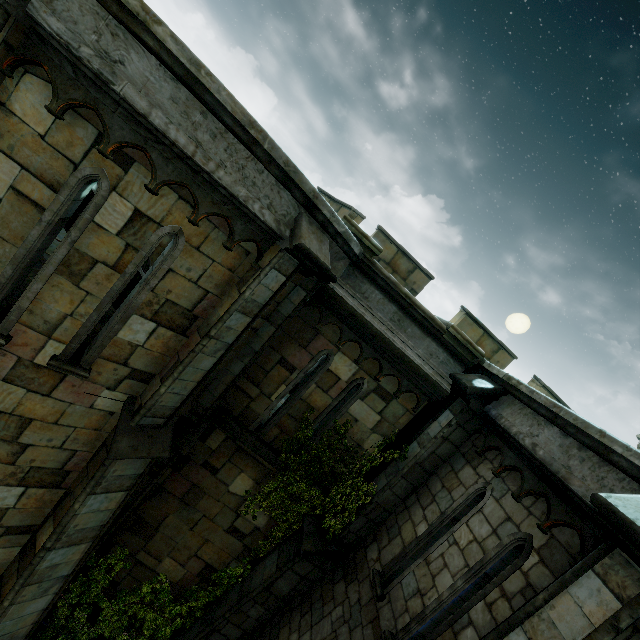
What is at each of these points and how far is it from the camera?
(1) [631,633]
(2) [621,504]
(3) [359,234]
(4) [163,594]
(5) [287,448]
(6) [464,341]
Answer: (1) stone column, 2.7m
(2) stone column, 3.0m
(3) stair, 5.9m
(4) plant, 7.0m
(5) plant, 6.8m
(6) stair, 6.4m

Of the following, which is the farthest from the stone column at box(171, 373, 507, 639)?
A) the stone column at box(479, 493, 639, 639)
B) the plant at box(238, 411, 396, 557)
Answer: the stone column at box(479, 493, 639, 639)

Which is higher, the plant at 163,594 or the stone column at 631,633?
the stone column at 631,633

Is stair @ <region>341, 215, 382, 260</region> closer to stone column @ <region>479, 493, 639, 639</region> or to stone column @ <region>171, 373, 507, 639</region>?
stone column @ <region>171, 373, 507, 639</region>

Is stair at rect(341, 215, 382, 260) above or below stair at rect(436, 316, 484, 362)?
above

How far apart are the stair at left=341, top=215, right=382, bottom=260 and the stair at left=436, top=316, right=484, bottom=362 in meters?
2.0 m

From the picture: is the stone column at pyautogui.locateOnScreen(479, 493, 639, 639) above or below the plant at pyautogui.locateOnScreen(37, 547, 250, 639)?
above

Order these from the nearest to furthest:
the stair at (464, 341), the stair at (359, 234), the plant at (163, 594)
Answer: the stair at (359, 234), the stair at (464, 341), the plant at (163, 594)
